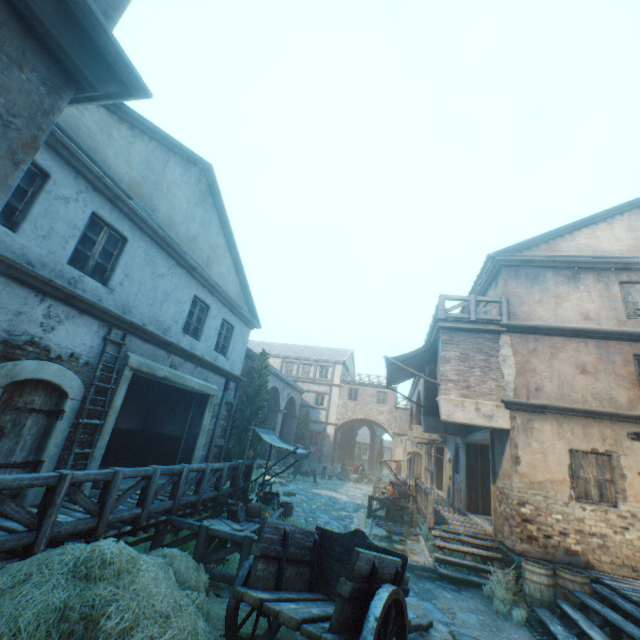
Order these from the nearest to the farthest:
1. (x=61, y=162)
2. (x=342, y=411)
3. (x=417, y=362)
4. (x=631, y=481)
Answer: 1. (x=61, y=162)
2. (x=631, y=481)
3. (x=417, y=362)
4. (x=342, y=411)

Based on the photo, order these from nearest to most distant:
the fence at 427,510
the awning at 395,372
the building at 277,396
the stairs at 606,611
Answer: the stairs at 606,611 → the fence at 427,510 → the awning at 395,372 → the building at 277,396

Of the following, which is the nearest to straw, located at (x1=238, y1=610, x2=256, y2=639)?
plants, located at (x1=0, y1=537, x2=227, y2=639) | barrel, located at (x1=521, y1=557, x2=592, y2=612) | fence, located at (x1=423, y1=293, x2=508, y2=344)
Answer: plants, located at (x1=0, y1=537, x2=227, y2=639)

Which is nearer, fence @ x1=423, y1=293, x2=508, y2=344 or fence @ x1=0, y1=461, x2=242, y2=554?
fence @ x1=0, y1=461, x2=242, y2=554

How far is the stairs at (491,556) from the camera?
8.5m

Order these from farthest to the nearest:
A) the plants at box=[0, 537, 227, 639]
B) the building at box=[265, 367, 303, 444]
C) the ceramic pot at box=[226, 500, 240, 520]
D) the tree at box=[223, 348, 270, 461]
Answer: the building at box=[265, 367, 303, 444], the tree at box=[223, 348, 270, 461], the ceramic pot at box=[226, 500, 240, 520], the plants at box=[0, 537, 227, 639]

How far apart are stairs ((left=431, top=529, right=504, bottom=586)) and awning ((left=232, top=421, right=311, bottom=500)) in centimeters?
444cm

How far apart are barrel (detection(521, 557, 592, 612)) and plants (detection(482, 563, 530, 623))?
0.03m
